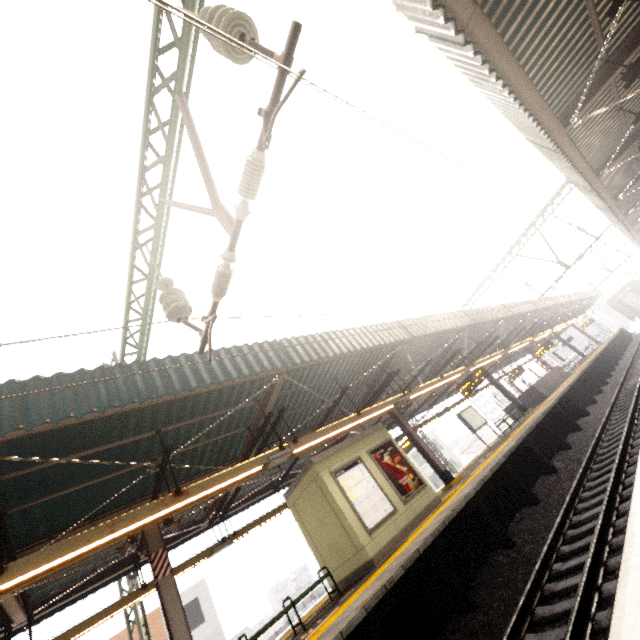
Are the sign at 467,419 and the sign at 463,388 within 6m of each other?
yes

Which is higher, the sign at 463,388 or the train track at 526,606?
the sign at 463,388

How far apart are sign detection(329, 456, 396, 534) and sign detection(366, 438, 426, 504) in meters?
0.3

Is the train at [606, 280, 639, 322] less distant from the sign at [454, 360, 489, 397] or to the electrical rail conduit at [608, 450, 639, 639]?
the electrical rail conduit at [608, 450, 639, 639]

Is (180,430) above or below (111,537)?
above

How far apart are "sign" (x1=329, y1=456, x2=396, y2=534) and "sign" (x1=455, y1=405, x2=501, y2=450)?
8.02m

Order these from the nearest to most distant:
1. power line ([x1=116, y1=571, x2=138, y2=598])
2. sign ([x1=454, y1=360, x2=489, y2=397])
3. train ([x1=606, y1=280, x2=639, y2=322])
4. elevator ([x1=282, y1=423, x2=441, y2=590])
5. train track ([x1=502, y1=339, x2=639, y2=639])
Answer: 1. train track ([x1=502, y1=339, x2=639, y2=639])
2. elevator ([x1=282, y1=423, x2=441, y2=590])
3. power line ([x1=116, y1=571, x2=138, y2=598])
4. sign ([x1=454, y1=360, x2=489, y2=397])
5. train ([x1=606, y1=280, x2=639, y2=322])

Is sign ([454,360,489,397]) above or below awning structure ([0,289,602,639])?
below
